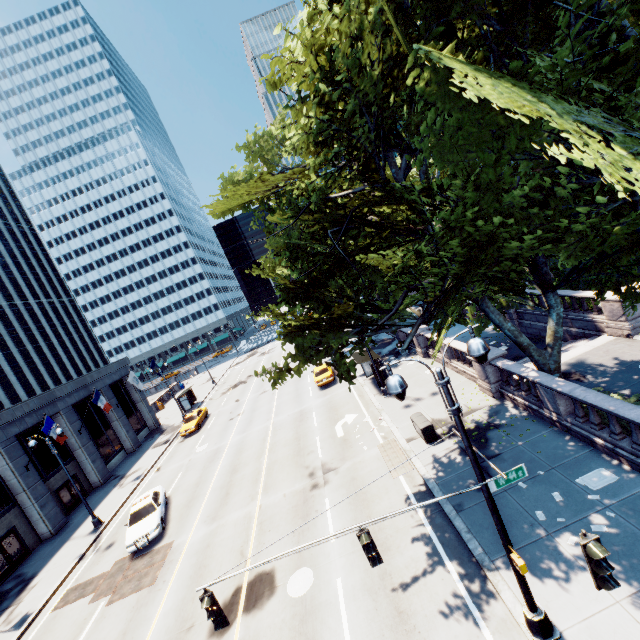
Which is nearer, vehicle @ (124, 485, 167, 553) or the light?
the light

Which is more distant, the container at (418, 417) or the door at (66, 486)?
the door at (66, 486)

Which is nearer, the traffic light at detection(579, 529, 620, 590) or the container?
the traffic light at detection(579, 529, 620, 590)

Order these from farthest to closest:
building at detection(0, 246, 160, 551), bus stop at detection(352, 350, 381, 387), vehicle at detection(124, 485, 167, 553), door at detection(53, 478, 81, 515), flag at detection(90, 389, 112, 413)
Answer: flag at detection(90, 389, 112, 413) → door at detection(53, 478, 81, 515) → bus stop at detection(352, 350, 381, 387) → building at detection(0, 246, 160, 551) → vehicle at detection(124, 485, 167, 553)

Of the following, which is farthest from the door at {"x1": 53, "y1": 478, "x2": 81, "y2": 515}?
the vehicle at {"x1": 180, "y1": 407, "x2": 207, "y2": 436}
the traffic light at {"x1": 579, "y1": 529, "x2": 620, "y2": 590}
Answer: the traffic light at {"x1": 579, "y1": 529, "x2": 620, "y2": 590}

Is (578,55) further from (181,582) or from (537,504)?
(181,582)

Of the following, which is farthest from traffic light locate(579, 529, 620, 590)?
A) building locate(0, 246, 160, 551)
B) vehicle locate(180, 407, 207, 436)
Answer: vehicle locate(180, 407, 207, 436)

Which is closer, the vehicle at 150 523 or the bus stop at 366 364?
the vehicle at 150 523
